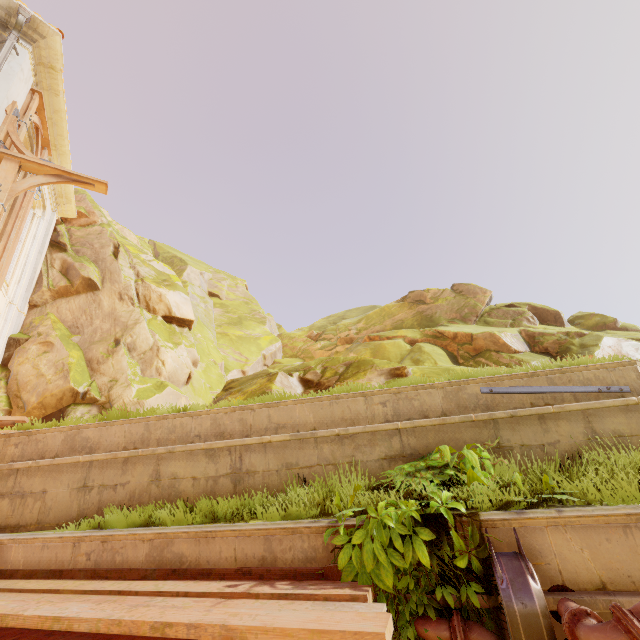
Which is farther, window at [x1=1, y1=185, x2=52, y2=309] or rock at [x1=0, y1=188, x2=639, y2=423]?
window at [x1=1, y1=185, x2=52, y2=309]

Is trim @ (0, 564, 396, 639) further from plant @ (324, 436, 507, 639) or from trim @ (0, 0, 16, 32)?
trim @ (0, 0, 16, 32)

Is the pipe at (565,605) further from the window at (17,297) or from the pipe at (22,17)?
the window at (17,297)

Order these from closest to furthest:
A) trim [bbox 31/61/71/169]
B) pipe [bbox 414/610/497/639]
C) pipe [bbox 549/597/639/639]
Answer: pipe [bbox 549/597/639/639]
pipe [bbox 414/610/497/639]
trim [bbox 31/61/71/169]

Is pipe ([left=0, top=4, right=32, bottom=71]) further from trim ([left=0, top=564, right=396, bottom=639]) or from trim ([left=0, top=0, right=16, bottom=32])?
trim ([left=0, top=564, right=396, bottom=639])

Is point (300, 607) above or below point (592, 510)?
below

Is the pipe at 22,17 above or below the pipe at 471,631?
above

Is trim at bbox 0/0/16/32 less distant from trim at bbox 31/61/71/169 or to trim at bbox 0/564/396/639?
trim at bbox 31/61/71/169
